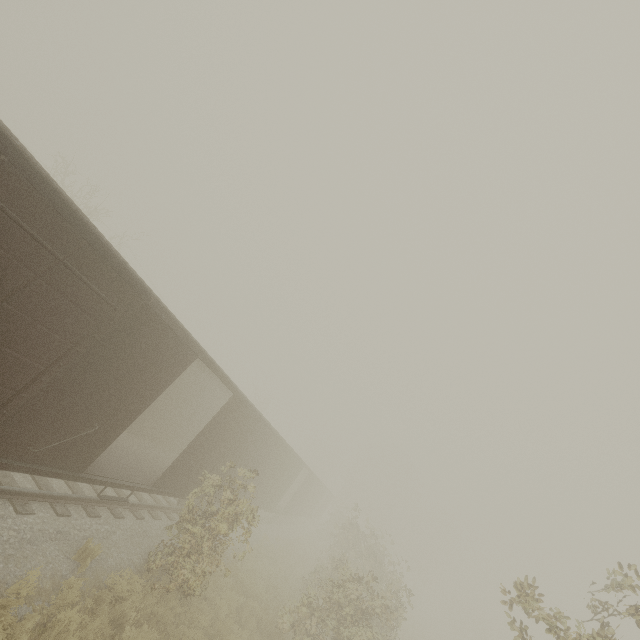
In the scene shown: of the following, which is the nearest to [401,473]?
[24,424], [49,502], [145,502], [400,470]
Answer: [400,470]
